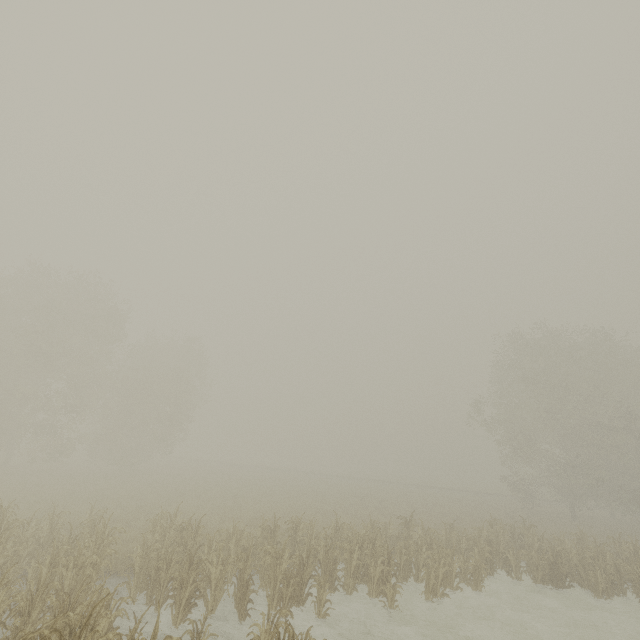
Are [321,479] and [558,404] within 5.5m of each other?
no
